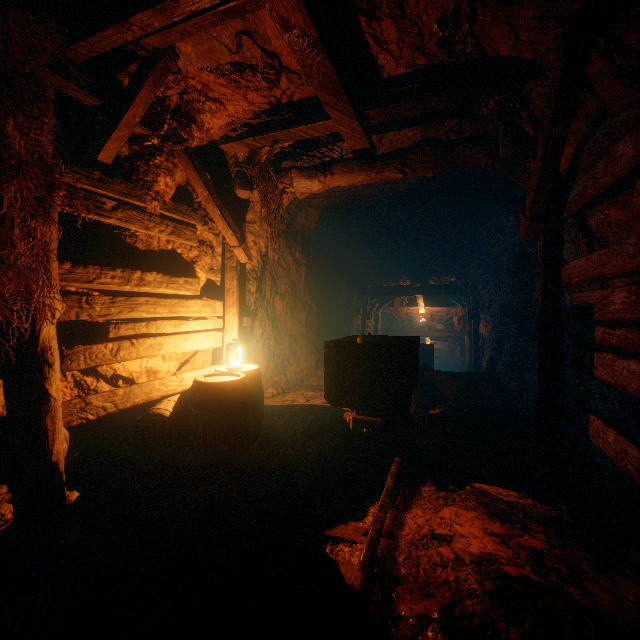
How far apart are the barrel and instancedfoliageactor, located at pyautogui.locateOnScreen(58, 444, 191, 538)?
0.0m

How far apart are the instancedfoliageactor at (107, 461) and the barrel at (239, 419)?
0.0m

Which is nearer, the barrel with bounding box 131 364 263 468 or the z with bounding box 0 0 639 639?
the z with bounding box 0 0 639 639

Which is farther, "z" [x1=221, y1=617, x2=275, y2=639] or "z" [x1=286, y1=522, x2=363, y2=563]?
"z" [x1=286, y1=522, x2=363, y2=563]

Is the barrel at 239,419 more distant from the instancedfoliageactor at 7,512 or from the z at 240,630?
the instancedfoliageactor at 7,512

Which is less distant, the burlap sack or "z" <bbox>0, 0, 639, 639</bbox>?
"z" <bbox>0, 0, 639, 639</bbox>

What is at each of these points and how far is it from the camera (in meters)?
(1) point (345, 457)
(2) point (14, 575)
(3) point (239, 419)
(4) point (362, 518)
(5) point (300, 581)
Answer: (1) tracks, 3.97
(2) instancedfoliageactor, 2.12
(3) barrel, 3.73
(4) z, 2.79
(5) z, 2.14

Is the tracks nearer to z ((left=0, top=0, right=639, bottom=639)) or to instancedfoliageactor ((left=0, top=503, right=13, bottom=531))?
z ((left=0, top=0, right=639, bottom=639))
